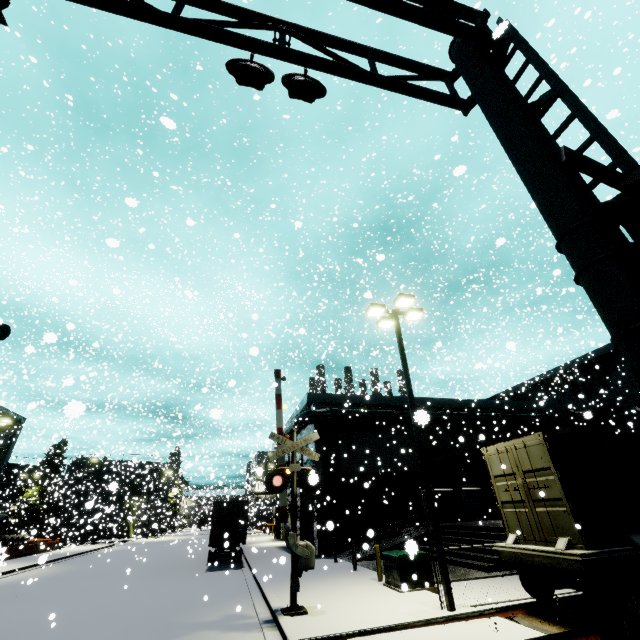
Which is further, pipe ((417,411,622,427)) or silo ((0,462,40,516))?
silo ((0,462,40,516))

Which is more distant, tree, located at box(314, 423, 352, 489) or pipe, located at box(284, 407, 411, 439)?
pipe, located at box(284, 407, 411, 439)

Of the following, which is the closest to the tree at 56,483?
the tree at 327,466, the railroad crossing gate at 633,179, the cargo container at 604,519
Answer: the tree at 327,466

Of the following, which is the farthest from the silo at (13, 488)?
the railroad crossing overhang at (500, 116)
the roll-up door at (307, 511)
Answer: the railroad crossing overhang at (500, 116)

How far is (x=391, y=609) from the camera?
9.2 meters

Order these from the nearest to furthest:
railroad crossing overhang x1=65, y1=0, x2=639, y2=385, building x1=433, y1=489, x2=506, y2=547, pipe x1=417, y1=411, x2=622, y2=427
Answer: railroad crossing overhang x1=65, y1=0, x2=639, y2=385 → building x1=433, y1=489, x2=506, y2=547 → pipe x1=417, y1=411, x2=622, y2=427

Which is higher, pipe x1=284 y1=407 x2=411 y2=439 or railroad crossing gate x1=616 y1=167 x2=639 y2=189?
pipe x1=284 y1=407 x2=411 y2=439

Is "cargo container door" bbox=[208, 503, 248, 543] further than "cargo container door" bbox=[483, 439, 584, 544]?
Yes
